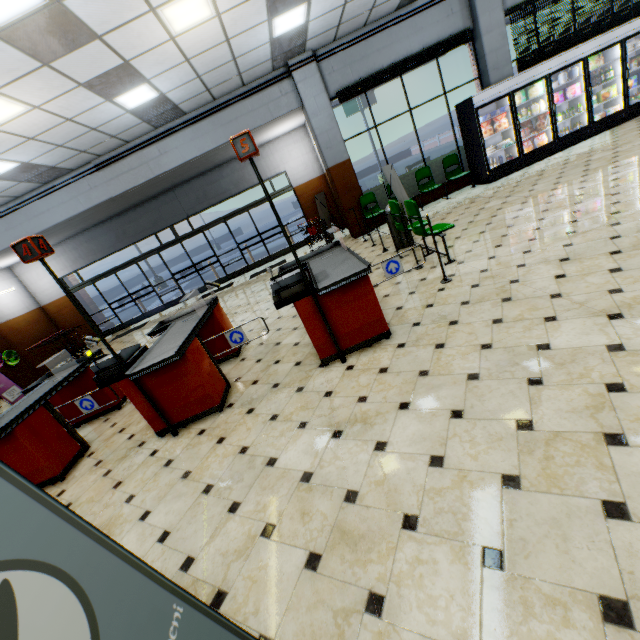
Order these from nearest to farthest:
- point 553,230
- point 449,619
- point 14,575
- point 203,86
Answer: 1. point 14,575
2. point 449,619
3. point 553,230
4. point 203,86

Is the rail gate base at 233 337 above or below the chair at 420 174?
below

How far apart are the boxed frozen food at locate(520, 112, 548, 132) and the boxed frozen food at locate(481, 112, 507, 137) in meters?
1.0

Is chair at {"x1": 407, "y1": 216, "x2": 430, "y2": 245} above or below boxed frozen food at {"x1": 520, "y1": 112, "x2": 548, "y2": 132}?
below

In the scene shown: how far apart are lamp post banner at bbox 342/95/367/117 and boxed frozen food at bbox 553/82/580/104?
15.5m

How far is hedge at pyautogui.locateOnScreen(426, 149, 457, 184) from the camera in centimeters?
1007cm

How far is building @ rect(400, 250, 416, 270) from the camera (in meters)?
5.77

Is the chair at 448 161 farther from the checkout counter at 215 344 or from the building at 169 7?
the checkout counter at 215 344
